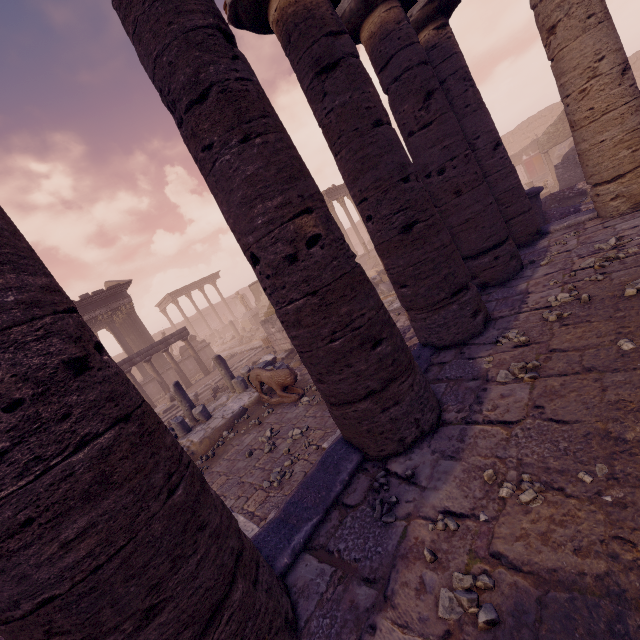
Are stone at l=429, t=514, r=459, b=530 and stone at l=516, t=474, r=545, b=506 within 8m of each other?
yes

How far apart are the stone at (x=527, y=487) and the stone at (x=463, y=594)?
0.6 meters

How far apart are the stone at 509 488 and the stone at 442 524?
0.4m

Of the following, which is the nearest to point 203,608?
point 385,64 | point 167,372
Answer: point 385,64

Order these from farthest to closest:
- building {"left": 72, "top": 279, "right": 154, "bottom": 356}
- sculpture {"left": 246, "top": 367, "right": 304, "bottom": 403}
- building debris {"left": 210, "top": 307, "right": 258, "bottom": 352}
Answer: building debris {"left": 210, "top": 307, "right": 258, "bottom": 352} → building {"left": 72, "top": 279, "right": 154, "bottom": 356} → sculpture {"left": 246, "top": 367, "right": 304, "bottom": 403}

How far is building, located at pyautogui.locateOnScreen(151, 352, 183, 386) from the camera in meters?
21.5

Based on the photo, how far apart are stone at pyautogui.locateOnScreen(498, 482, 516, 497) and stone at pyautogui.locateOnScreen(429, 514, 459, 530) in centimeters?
36cm
